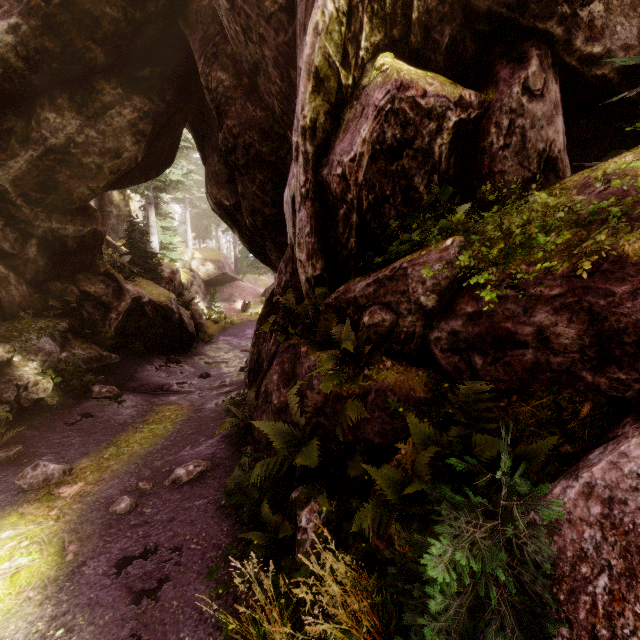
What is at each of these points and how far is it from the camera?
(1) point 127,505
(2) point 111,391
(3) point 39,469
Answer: (1) instancedfoliageactor, 4.9m
(2) instancedfoliageactor, 10.0m
(3) instancedfoliageactor, 5.6m

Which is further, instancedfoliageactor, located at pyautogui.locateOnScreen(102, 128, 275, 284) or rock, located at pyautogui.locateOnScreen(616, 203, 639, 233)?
instancedfoliageactor, located at pyautogui.locateOnScreen(102, 128, 275, 284)

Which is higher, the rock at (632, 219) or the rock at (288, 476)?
the rock at (632, 219)

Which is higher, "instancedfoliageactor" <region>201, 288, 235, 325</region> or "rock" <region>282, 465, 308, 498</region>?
"rock" <region>282, 465, 308, 498</region>

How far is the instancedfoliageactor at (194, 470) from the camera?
5.63m

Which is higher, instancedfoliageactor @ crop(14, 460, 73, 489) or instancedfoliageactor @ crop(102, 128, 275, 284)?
instancedfoliageactor @ crop(102, 128, 275, 284)

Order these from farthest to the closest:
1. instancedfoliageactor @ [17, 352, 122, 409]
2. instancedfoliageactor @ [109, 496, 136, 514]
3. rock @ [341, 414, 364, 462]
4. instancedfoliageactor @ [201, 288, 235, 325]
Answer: instancedfoliageactor @ [201, 288, 235, 325] < instancedfoliageactor @ [17, 352, 122, 409] < instancedfoliageactor @ [109, 496, 136, 514] < rock @ [341, 414, 364, 462]
